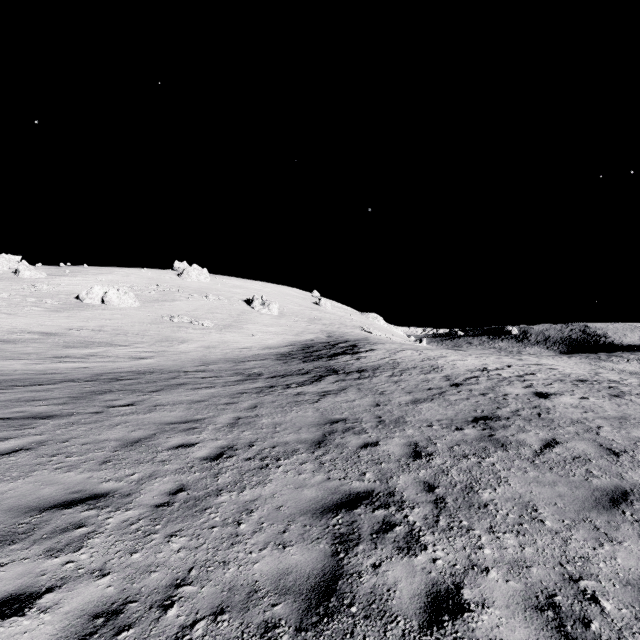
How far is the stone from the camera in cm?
4381

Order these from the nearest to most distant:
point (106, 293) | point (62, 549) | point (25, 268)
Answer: point (62, 549) → point (106, 293) → point (25, 268)

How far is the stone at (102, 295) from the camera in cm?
4381
